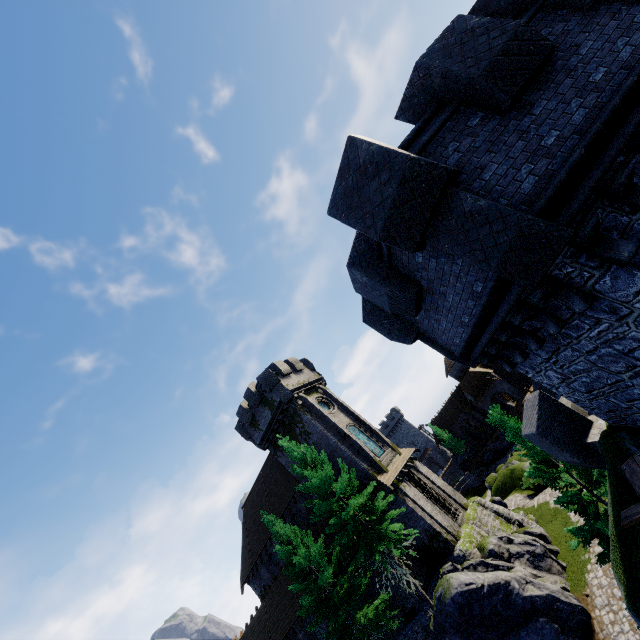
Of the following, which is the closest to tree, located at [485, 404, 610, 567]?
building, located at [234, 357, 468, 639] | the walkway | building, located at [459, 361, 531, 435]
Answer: building, located at [234, 357, 468, 639]

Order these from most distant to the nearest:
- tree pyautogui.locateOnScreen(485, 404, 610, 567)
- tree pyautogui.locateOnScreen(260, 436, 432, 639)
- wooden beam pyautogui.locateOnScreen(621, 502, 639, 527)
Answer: tree pyautogui.locateOnScreen(260, 436, 432, 639)
tree pyautogui.locateOnScreen(485, 404, 610, 567)
wooden beam pyautogui.locateOnScreen(621, 502, 639, 527)

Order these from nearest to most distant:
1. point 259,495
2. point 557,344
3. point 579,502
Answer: point 557,344 → point 579,502 → point 259,495

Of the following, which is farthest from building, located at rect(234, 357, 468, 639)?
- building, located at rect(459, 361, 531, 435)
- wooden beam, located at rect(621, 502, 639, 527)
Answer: wooden beam, located at rect(621, 502, 639, 527)

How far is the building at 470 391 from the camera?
54.46m

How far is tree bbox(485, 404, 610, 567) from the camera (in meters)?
13.48

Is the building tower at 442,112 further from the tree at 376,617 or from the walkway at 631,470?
the tree at 376,617

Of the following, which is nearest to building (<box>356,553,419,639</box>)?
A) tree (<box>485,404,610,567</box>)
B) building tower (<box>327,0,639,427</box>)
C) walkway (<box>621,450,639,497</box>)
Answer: tree (<box>485,404,610,567</box>)
